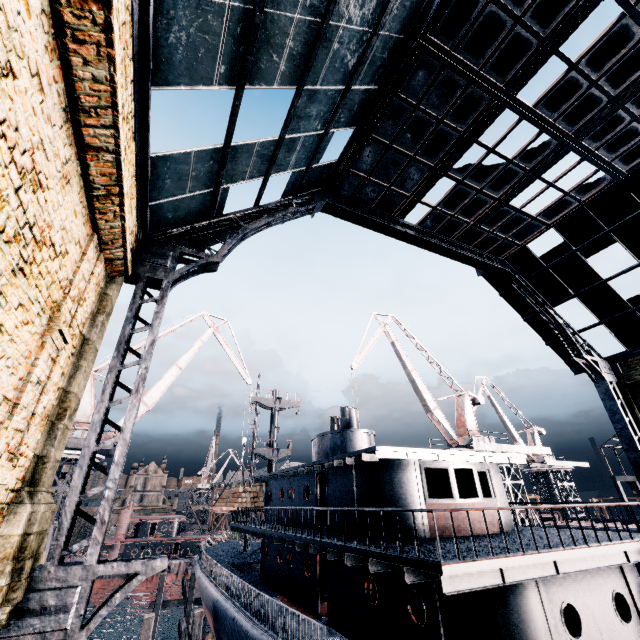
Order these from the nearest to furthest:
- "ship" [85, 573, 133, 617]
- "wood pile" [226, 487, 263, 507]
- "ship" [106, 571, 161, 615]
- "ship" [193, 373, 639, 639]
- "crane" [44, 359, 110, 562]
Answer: "ship" [193, 373, 639, 639] → "crane" [44, 359, 110, 562] → "wood pile" [226, 487, 263, 507] → "ship" [85, 573, 133, 617] → "ship" [106, 571, 161, 615]

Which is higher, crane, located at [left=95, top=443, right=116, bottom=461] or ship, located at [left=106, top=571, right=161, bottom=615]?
crane, located at [left=95, top=443, right=116, bottom=461]

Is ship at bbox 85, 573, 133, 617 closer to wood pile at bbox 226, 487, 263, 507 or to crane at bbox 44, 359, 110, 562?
crane at bbox 44, 359, 110, 562

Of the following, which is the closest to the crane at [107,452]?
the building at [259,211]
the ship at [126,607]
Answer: the ship at [126,607]

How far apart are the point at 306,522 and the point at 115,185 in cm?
1695

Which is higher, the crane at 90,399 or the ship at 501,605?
the crane at 90,399

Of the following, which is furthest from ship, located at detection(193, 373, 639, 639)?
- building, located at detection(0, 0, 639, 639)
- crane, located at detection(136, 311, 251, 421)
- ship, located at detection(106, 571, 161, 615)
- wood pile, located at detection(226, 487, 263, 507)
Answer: building, located at detection(0, 0, 639, 639)

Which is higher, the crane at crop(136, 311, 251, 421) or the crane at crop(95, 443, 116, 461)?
the crane at crop(136, 311, 251, 421)
